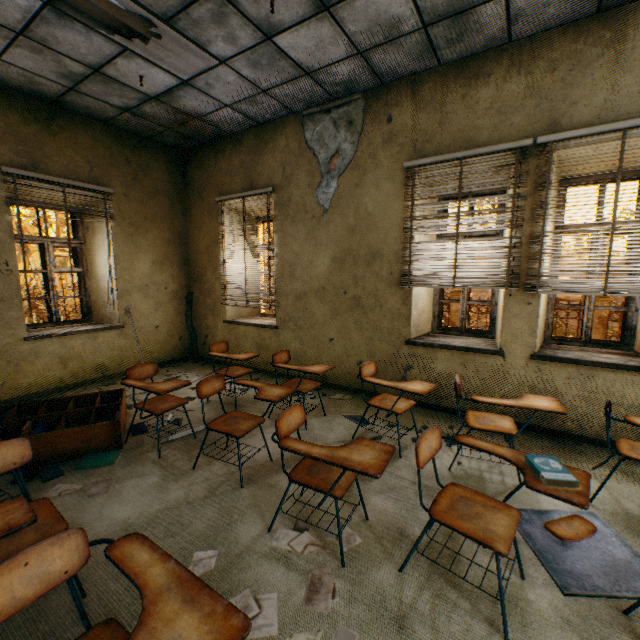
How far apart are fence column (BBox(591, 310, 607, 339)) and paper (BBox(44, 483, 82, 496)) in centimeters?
1271cm

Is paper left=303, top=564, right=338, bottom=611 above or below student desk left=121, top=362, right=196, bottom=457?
below

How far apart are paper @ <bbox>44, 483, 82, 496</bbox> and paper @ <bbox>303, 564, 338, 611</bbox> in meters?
1.4 m

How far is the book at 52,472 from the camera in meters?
2.7

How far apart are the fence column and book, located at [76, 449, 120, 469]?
12.6m

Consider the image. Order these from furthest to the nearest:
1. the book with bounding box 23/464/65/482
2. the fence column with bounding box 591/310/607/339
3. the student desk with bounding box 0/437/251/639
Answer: the fence column with bounding box 591/310/607/339 < the book with bounding box 23/464/65/482 < the student desk with bounding box 0/437/251/639

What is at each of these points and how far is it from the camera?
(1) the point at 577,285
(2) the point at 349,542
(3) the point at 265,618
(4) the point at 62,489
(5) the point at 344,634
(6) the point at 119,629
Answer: (1) blinds, 3.12m
(2) paper, 2.05m
(3) paper, 1.60m
(4) paper, 2.56m
(5) paper, 1.53m
(6) student desk, 1.17m

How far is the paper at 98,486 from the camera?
2.5m
